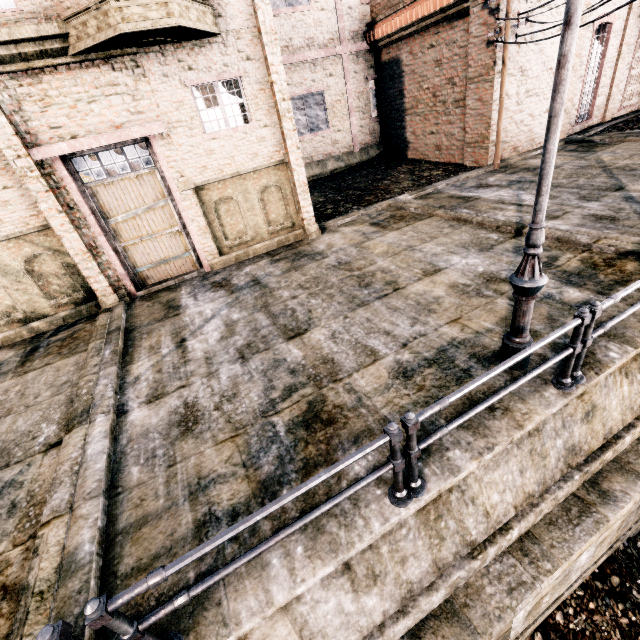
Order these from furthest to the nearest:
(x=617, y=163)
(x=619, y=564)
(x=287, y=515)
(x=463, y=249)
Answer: (x=617, y=163) → (x=463, y=249) → (x=619, y=564) → (x=287, y=515)

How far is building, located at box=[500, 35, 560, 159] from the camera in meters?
15.5 m

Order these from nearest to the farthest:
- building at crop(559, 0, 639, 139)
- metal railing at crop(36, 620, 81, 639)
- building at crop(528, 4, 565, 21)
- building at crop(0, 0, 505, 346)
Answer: metal railing at crop(36, 620, 81, 639) < building at crop(0, 0, 505, 346) < building at crop(528, 4, 565, 21) < building at crop(559, 0, 639, 139)

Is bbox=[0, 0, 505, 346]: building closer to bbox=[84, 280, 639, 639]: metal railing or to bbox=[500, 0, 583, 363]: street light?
bbox=[84, 280, 639, 639]: metal railing

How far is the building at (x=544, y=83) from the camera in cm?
1555

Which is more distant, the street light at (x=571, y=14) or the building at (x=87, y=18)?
the building at (x=87, y=18)

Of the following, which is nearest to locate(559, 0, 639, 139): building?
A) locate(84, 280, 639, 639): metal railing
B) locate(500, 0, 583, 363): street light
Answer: locate(84, 280, 639, 639): metal railing

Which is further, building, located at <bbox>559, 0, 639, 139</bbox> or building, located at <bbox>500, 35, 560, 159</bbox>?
building, located at <bbox>559, 0, 639, 139</bbox>
